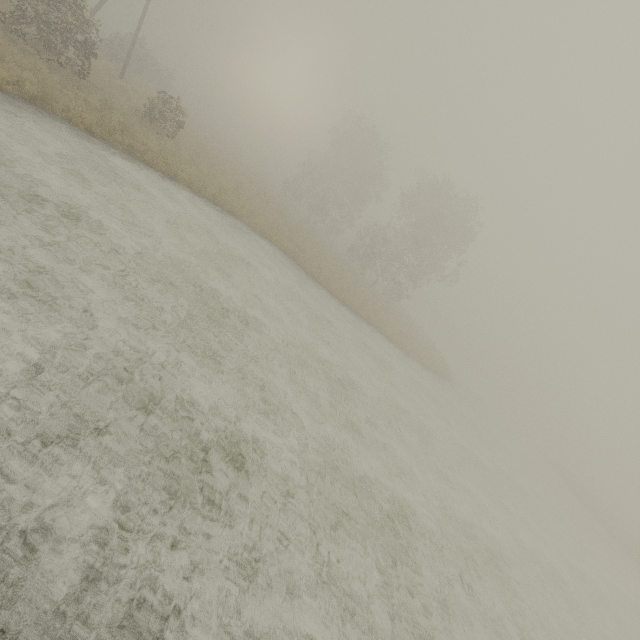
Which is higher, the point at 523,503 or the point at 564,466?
the point at 564,466
